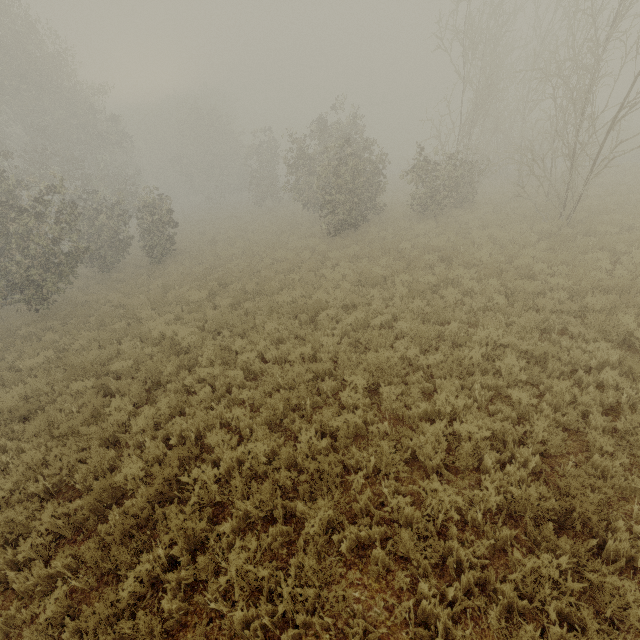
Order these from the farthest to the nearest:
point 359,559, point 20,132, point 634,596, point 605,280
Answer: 1. point 20,132
2. point 605,280
3. point 359,559
4. point 634,596
